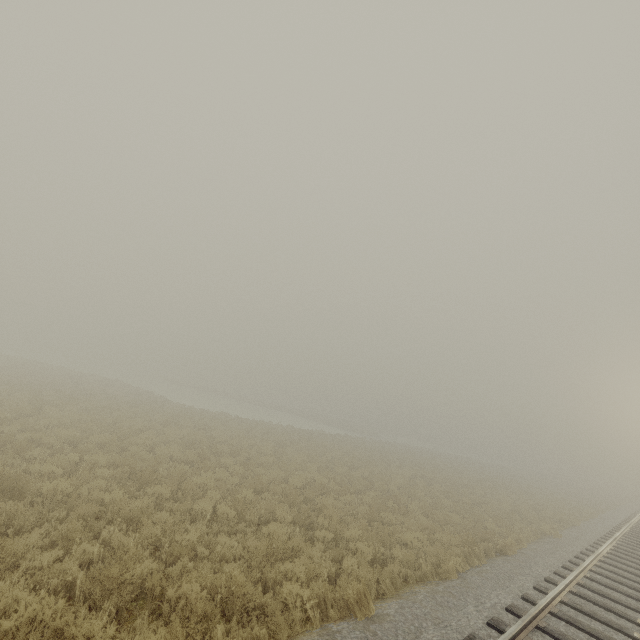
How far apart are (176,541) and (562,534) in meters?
18.2
